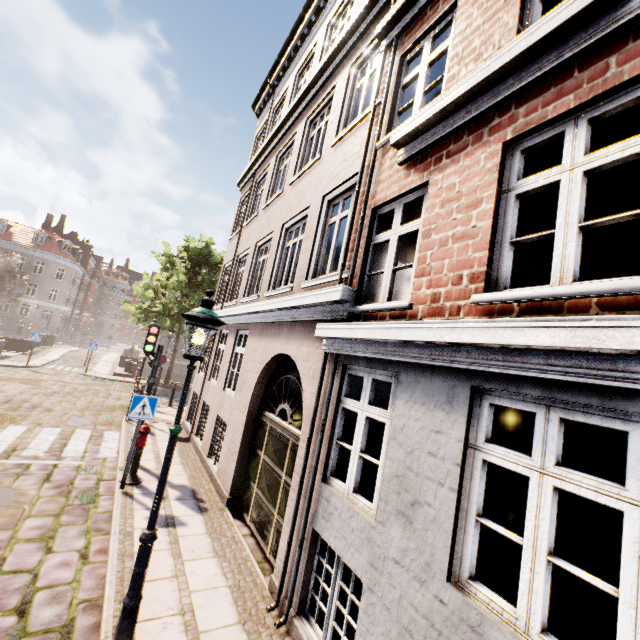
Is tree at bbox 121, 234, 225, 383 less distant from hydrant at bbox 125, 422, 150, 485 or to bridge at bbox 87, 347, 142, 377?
bridge at bbox 87, 347, 142, 377

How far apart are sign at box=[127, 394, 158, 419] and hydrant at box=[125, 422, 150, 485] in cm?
49

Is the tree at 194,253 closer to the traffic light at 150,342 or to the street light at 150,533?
the traffic light at 150,342

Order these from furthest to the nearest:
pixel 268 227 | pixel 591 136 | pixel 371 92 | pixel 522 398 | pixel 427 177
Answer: pixel 371 92, pixel 268 227, pixel 591 136, pixel 427 177, pixel 522 398

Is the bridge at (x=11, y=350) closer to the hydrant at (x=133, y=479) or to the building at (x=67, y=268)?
the building at (x=67, y=268)

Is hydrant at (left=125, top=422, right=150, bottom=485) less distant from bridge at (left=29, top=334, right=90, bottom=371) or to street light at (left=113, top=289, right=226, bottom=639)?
street light at (left=113, top=289, right=226, bottom=639)

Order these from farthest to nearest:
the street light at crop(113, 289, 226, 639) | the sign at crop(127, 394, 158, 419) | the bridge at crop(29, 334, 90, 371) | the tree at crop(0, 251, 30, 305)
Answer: the tree at crop(0, 251, 30, 305) < the bridge at crop(29, 334, 90, 371) < the sign at crop(127, 394, 158, 419) < the street light at crop(113, 289, 226, 639)

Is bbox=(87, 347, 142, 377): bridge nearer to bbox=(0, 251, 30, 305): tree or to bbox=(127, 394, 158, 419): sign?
bbox=(0, 251, 30, 305): tree
